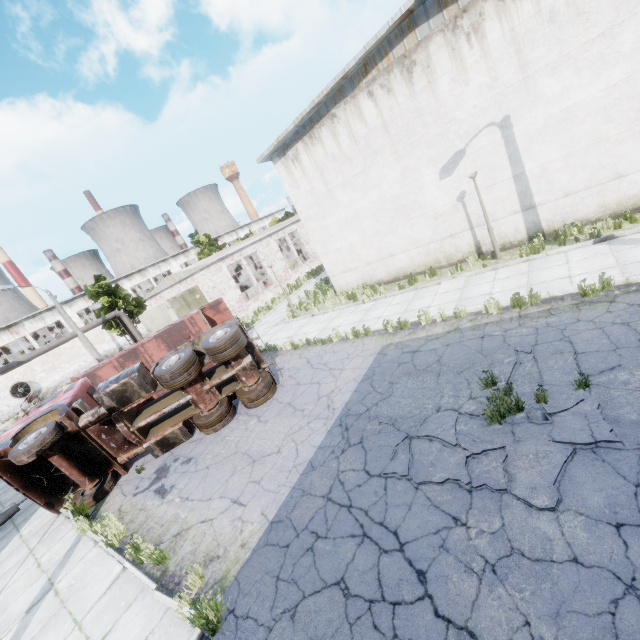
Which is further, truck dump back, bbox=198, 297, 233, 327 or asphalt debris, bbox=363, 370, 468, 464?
truck dump back, bbox=198, 297, 233, 327

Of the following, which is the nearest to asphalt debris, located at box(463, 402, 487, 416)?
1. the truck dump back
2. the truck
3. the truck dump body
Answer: the truck

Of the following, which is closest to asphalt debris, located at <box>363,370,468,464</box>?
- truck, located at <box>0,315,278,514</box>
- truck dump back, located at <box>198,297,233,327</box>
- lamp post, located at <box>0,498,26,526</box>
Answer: truck, located at <box>0,315,278,514</box>

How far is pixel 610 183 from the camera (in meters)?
10.25

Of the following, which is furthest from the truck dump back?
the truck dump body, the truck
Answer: the truck

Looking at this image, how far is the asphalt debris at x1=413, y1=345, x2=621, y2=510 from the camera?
4.5 meters

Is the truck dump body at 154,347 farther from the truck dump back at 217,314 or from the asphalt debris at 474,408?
the asphalt debris at 474,408

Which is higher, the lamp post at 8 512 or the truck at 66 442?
the truck at 66 442
